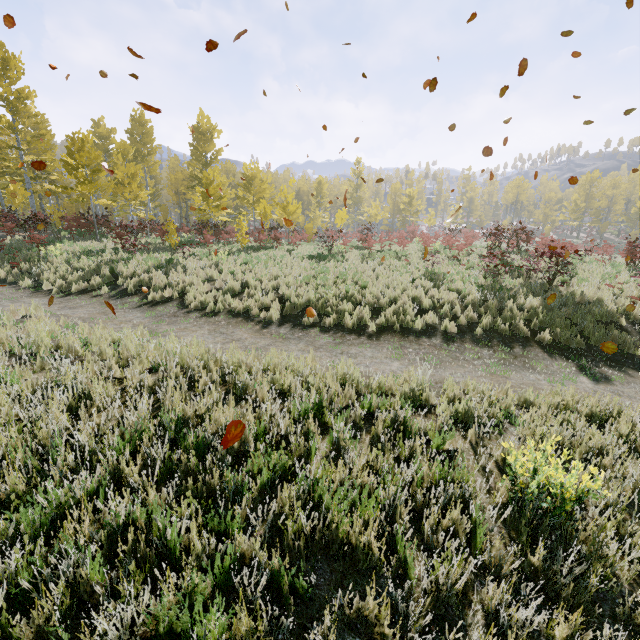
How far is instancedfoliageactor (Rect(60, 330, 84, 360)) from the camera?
5.9 meters

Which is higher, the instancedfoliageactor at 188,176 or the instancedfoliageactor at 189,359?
the instancedfoliageactor at 188,176

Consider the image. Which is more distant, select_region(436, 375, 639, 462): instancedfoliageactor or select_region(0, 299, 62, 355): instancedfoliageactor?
select_region(0, 299, 62, 355): instancedfoliageactor

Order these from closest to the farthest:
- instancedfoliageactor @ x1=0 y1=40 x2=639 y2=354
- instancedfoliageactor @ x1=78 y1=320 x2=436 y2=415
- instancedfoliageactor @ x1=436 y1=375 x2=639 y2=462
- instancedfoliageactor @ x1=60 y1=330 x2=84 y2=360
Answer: instancedfoliageactor @ x1=436 y1=375 x2=639 y2=462 < instancedfoliageactor @ x1=78 y1=320 x2=436 y2=415 < instancedfoliageactor @ x1=60 y1=330 x2=84 y2=360 < instancedfoliageactor @ x1=0 y1=40 x2=639 y2=354

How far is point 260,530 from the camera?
2.99m

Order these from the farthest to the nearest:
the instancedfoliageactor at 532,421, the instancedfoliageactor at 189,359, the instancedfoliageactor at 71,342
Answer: the instancedfoliageactor at 71,342 < the instancedfoliageactor at 189,359 < the instancedfoliageactor at 532,421
